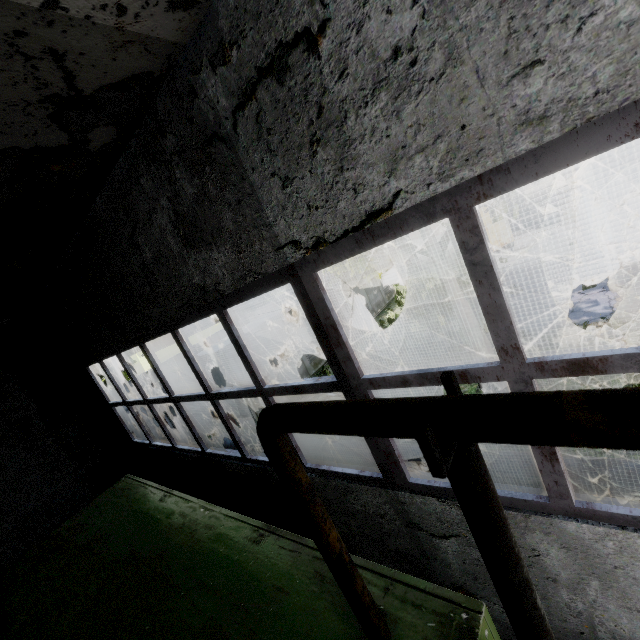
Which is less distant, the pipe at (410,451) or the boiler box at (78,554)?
the boiler box at (78,554)

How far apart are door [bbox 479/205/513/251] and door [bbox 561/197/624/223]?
2.69m

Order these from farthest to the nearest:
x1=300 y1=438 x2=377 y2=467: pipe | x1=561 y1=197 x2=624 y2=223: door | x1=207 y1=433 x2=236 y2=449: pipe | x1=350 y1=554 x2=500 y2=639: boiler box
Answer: x1=561 y1=197 x2=624 y2=223: door < x1=207 y1=433 x2=236 y2=449: pipe < x1=300 y1=438 x2=377 y2=467: pipe < x1=350 y1=554 x2=500 y2=639: boiler box

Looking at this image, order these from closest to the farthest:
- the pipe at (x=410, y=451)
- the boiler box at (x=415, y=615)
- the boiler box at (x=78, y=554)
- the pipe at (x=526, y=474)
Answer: the boiler box at (x=415, y=615), the boiler box at (x=78, y=554), the pipe at (x=526, y=474), the pipe at (x=410, y=451)

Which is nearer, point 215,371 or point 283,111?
point 283,111

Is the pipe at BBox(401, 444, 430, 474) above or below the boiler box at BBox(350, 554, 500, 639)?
below

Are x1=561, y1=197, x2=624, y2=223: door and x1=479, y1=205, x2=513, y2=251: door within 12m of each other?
yes
